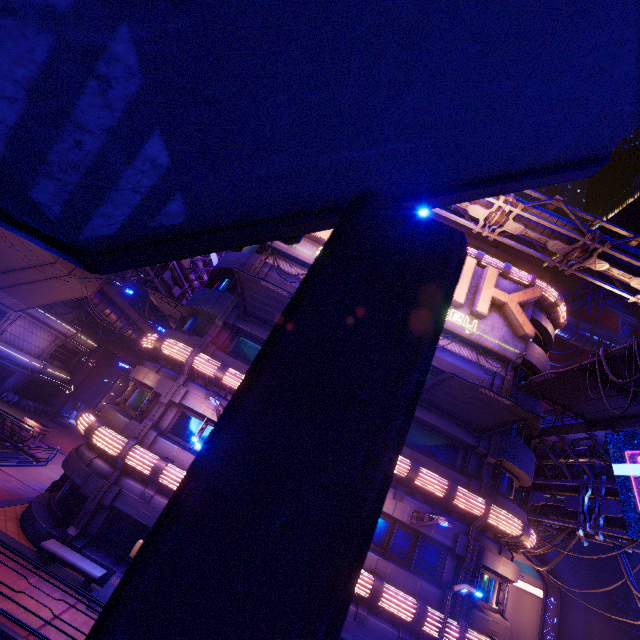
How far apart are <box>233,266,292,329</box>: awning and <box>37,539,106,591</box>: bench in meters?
11.3 m

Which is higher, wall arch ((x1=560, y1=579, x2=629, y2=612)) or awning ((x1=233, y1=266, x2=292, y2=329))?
awning ((x1=233, y1=266, x2=292, y2=329))

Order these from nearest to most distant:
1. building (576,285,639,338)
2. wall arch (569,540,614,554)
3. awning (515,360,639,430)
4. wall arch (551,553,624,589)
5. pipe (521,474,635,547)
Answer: awning (515,360,639,430)
pipe (521,474,635,547)
wall arch (551,553,624,589)
wall arch (569,540,614,554)
building (576,285,639,338)

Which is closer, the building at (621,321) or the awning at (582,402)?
the awning at (582,402)

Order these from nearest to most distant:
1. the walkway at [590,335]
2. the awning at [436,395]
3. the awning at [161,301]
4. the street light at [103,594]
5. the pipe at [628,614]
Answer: the street light at [103,594]
the awning at [436,395]
the awning at [161,301]
the pipe at [628,614]
the walkway at [590,335]

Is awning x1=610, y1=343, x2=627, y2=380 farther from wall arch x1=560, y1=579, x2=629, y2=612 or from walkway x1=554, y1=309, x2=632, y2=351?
walkway x1=554, y1=309, x2=632, y2=351

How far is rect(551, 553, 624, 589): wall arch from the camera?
33.2m

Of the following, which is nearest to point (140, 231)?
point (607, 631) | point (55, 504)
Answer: point (55, 504)
